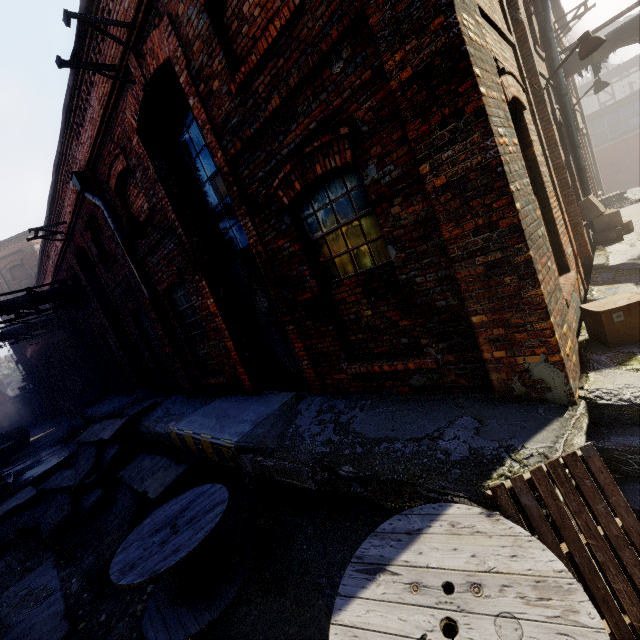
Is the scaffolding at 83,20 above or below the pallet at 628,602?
above

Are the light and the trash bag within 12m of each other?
no

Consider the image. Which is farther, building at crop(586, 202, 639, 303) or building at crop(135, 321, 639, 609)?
building at crop(586, 202, 639, 303)

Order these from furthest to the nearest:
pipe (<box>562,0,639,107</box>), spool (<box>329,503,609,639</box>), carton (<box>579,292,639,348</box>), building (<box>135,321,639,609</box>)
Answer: pipe (<box>562,0,639,107</box>) → carton (<box>579,292,639,348</box>) → building (<box>135,321,639,609</box>) → spool (<box>329,503,609,639</box>)

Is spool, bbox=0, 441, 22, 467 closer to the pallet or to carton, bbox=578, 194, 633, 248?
the pallet

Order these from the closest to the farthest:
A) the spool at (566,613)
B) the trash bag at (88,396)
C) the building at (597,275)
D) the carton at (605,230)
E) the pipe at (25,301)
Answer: the spool at (566,613) < the building at (597,275) < the carton at (605,230) < the pipe at (25,301) < the trash bag at (88,396)

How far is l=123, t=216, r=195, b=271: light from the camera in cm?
579

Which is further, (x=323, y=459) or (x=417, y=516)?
(x=323, y=459)
